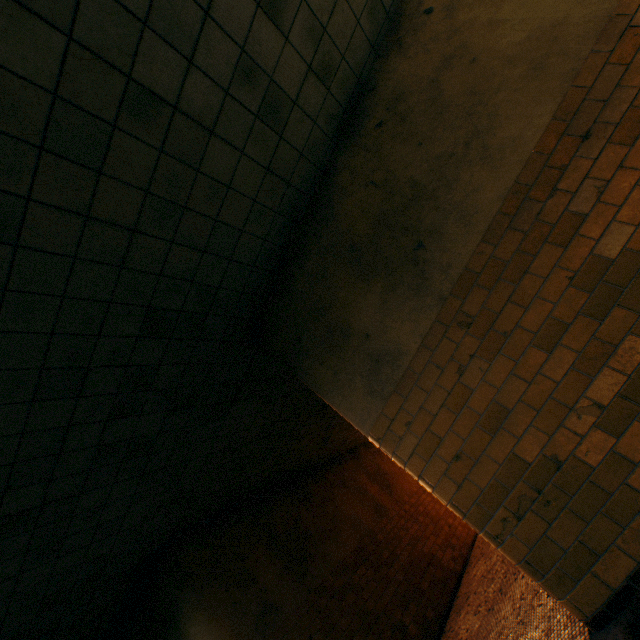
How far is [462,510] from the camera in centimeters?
268cm
